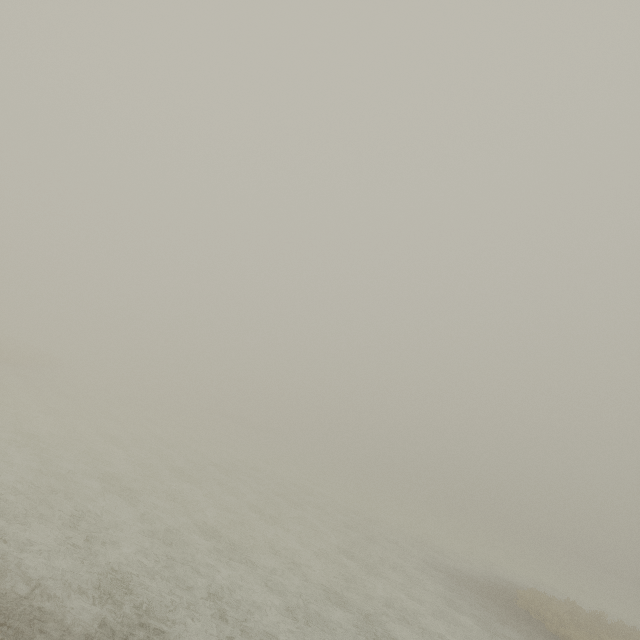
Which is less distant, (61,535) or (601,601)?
(61,535)
